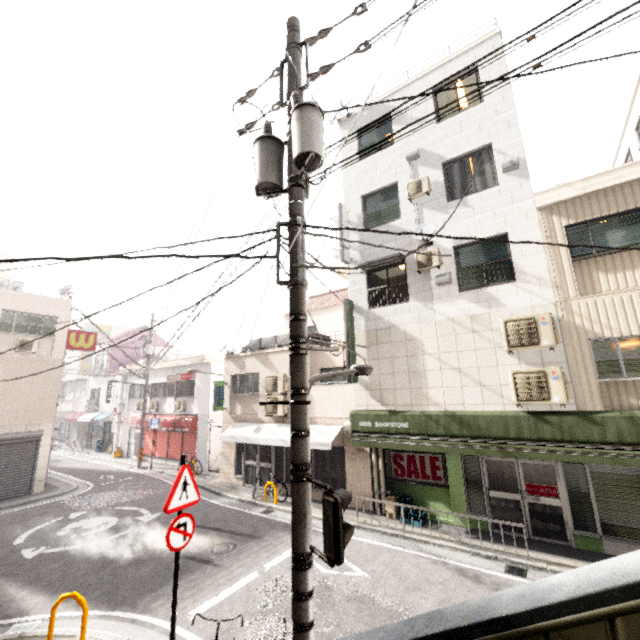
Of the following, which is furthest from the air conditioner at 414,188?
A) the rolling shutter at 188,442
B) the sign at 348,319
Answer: the rolling shutter at 188,442

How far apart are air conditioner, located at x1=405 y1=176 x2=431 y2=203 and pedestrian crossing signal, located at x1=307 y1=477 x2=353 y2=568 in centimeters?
975cm

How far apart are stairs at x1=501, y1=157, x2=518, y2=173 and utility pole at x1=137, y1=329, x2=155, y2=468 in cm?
2088

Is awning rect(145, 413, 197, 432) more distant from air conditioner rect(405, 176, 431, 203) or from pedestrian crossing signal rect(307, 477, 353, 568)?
pedestrian crossing signal rect(307, 477, 353, 568)

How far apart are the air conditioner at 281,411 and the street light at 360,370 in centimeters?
844cm

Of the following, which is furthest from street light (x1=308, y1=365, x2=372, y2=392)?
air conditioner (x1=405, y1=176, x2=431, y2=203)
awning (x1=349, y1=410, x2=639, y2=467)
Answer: air conditioner (x1=405, y1=176, x2=431, y2=203)

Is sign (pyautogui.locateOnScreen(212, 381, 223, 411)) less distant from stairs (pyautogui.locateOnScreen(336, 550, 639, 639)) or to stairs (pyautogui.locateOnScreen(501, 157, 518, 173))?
stairs (pyautogui.locateOnScreen(336, 550, 639, 639))

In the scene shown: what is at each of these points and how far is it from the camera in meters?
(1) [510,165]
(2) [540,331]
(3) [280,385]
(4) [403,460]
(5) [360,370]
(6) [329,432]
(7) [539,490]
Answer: (1) stairs, 9.1
(2) air conditioner, 8.0
(3) air conditioner, 13.7
(4) sign, 10.8
(5) street light, 5.3
(6) awning, 11.9
(7) sign, 8.5
